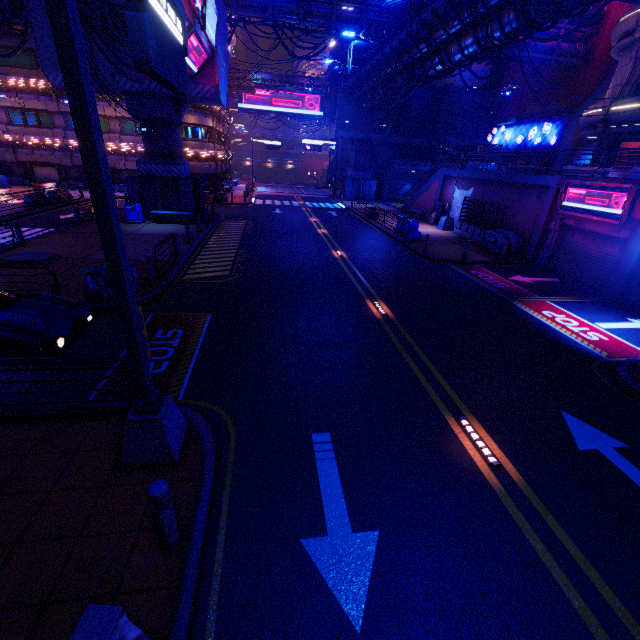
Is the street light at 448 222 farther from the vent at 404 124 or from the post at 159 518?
the post at 159 518

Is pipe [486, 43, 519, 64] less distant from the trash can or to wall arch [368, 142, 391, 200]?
wall arch [368, 142, 391, 200]

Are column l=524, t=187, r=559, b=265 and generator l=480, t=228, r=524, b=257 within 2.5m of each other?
yes

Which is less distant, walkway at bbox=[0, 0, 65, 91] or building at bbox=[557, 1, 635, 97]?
walkway at bbox=[0, 0, 65, 91]

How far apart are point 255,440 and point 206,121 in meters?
38.5

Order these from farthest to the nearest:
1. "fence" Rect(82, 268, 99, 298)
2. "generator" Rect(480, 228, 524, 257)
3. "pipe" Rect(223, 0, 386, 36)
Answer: "pipe" Rect(223, 0, 386, 36)
"generator" Rect(480, 228, 524, 257)
"fence" Rect(82, 268, 99, 298)

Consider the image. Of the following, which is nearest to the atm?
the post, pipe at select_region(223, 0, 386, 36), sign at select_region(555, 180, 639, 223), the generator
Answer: the generator

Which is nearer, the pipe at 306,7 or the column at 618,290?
the column at 618,290
